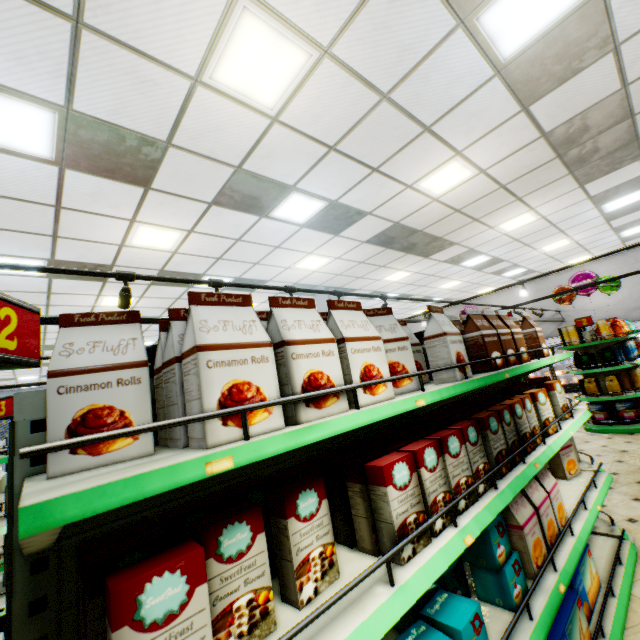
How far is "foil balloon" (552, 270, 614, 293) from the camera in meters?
8.9 m

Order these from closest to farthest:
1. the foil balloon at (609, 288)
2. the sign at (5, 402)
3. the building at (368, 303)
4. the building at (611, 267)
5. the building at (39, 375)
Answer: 1. the sign at (5, 402)
2. the foil balloon at (609, 288)
3. the building at (368, 303)
4. the building at (611, 267)
5. the building at (39, 375)

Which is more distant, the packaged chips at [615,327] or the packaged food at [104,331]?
the packaged chips at [615,327]

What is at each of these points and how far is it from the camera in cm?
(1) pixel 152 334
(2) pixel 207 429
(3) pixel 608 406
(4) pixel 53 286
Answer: (1) building, 1190
(2) packaged food, 86
(3) boxed tea, 692
(4) building, 662

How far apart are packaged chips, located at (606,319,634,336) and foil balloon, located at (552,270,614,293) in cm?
106

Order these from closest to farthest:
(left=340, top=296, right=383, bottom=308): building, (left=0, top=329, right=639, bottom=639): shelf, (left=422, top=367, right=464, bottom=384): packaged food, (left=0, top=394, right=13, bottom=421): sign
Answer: (left=0, top=329, right=639, bottom=639): shelf, (left=422, top=367, right=464, bottom=384): packaged food, (left=0, top=394, right=13, bottom=421): sign, (left=340, top=296, right=383, bottom=308): building

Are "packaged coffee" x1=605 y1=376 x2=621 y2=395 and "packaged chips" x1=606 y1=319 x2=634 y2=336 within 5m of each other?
yes

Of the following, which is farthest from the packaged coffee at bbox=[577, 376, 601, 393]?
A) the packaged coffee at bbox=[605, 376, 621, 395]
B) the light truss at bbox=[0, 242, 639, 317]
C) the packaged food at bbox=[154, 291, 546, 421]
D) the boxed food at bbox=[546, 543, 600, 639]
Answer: the packaged food at bbox=[154, 291, 546, 421]
